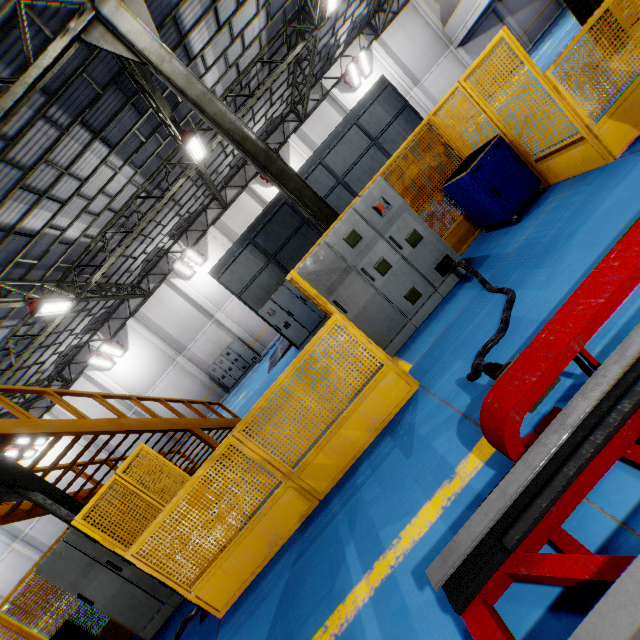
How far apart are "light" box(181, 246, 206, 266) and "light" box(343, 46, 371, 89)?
14.6 meters

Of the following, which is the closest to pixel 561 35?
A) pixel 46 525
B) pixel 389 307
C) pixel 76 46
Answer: pixel 389 307

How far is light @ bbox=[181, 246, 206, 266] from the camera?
19.8m

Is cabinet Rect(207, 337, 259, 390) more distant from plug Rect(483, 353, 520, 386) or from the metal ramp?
plug Rect(483, 353, 520, 386)

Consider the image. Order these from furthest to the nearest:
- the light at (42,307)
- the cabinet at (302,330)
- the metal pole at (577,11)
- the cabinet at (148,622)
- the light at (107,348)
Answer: the light at (107,348) → the cabinet at (302,330) → the light at (42,307) → the metal pole at (577,11) → the cabinet at (148,622)

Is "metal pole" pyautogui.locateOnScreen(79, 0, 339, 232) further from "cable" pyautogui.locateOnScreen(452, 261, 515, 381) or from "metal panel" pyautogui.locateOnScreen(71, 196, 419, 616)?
"cable" pyautogui.locateOnScreen(452, 261, 515, 381)

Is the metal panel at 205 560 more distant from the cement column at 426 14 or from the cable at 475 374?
the cement column at 426 14

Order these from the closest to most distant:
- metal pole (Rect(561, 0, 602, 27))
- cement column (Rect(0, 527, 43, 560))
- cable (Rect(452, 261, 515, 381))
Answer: cable (Rect(452, 261, 515, 381))
metal pole (Rect(561, 0, 602, 27))
cement column (Rect(0, 527, 43, 560))
